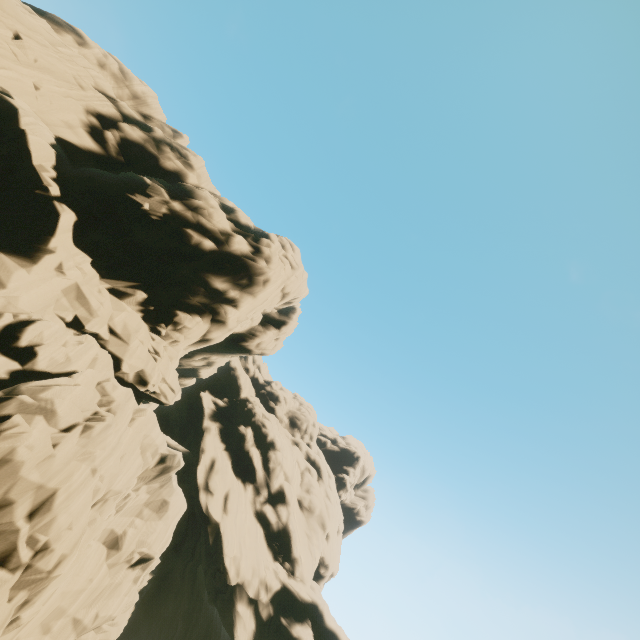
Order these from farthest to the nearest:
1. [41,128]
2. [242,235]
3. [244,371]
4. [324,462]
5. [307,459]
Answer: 1. [244,371]
2. [324,462]
3. [307,459]
4. [242,235]
5. [41,128]
